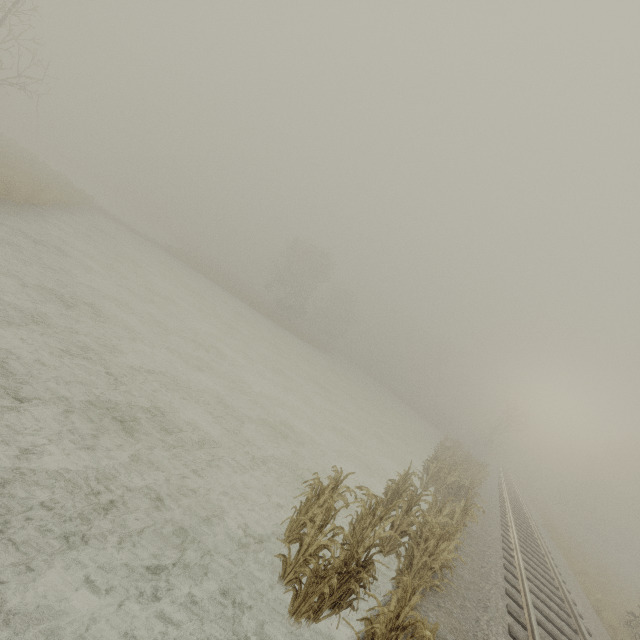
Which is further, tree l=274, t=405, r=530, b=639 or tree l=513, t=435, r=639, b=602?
tree l=513, t=435, r=639, b=602

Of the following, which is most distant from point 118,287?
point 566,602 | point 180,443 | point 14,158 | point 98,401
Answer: point 566,602

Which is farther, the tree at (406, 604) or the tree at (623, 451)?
the tree at (623, 451)
